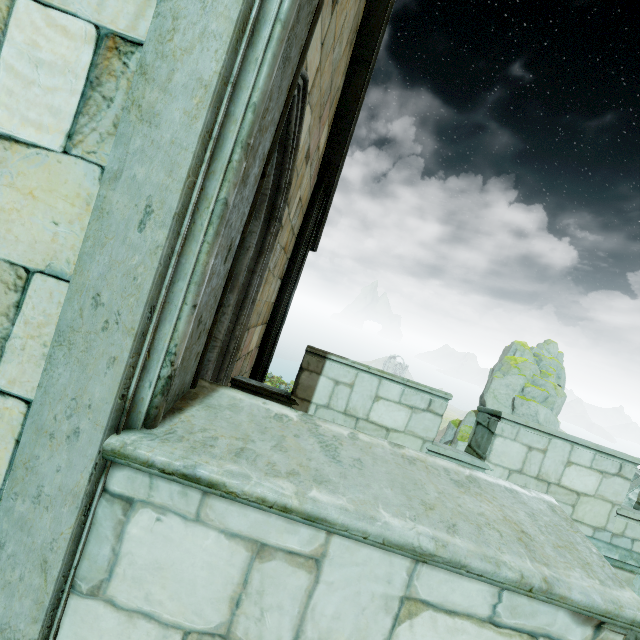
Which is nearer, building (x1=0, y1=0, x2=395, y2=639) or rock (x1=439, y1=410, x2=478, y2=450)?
building (x1=0, y1=0, x2=395, y2=639)

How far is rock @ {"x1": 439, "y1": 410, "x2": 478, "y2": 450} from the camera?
37.6m

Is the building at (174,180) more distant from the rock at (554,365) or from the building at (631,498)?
the rock at (554,365)

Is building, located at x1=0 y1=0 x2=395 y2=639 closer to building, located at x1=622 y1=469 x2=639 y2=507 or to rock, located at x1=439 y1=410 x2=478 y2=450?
building, located at x1=622 y1=469 x2=639 y2=507

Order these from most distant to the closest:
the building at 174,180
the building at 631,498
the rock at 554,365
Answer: the rock at 554,365, the building at 631,498, the building at 174,180

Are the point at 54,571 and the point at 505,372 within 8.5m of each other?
no

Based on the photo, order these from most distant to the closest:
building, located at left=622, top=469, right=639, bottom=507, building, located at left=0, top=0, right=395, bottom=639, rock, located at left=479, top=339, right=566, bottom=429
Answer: rock, located at left=479, top=339, right=566, bottom=429 → building, located at left=622, top=469, right=639, bottom=507 → building, located at left=0, top=0, right=395, bottom=639
